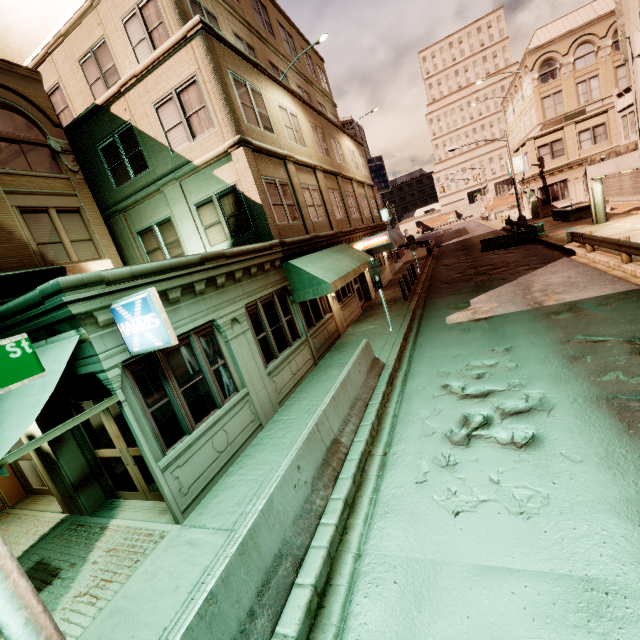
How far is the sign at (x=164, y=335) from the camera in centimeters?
518cm

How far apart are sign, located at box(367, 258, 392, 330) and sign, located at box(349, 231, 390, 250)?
5.9m

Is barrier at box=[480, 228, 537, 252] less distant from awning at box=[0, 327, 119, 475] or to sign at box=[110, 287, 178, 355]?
sign at box=[110, 287, 178, 355]

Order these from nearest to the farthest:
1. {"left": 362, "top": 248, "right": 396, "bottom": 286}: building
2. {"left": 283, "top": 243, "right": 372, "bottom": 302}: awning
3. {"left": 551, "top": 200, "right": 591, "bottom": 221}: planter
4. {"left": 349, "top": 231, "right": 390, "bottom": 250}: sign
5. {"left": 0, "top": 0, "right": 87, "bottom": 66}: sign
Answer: {"left": 283, "top": 243, "right": 372, "bottom": 302}: awning
{"left": 0, "top": 0, "right": 87, "bottom": 66}: sign
{"left": 349, "top": 231, "right": 390, "bottom": 250}: sign
{"left": 362, "top": 248, "right": 396, "bottom": 286}: building
{"left": 551, "top": 200, "right": 591, "bottom": 221}: planter

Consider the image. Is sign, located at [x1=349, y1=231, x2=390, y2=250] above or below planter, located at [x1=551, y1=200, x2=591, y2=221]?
above

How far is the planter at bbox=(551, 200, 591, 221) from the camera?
25.1 meters

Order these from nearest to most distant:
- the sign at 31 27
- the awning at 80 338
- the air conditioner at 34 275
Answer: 1. the awning at 80 338
2. the air conditioner at 34 275
3. the sign at 31 27

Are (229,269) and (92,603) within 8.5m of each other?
yes
